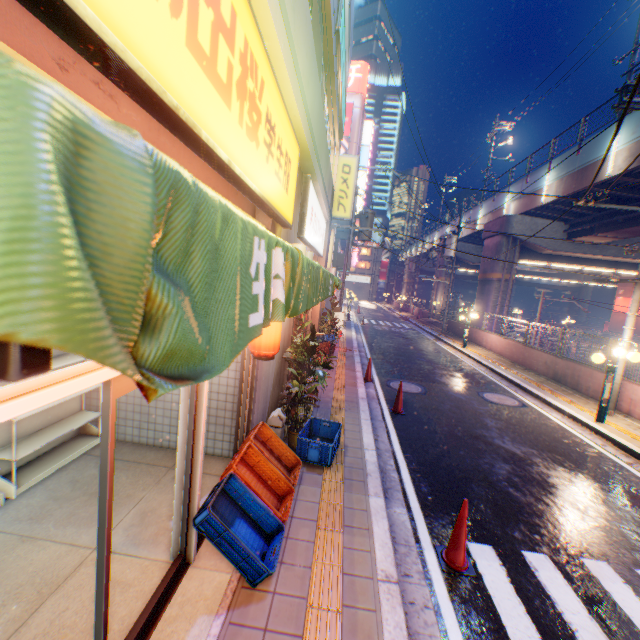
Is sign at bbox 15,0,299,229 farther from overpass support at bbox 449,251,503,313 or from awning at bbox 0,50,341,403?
overpass support at bbox 449,251,503,313

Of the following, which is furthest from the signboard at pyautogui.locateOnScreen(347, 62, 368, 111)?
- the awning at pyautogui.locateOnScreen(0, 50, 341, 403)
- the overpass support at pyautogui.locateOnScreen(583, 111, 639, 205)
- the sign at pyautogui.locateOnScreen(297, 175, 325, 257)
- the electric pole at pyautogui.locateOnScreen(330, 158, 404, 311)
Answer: the awning at pyautogui.locateOnScreen(0, 50, 341, 403)

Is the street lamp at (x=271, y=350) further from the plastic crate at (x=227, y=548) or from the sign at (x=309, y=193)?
the sign at (x=309, y=193)

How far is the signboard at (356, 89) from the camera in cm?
4328

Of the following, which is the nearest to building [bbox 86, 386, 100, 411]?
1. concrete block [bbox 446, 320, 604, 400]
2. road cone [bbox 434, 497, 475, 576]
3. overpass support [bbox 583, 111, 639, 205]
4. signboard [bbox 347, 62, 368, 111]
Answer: road cone [bbox 434, 497, 475, 576]

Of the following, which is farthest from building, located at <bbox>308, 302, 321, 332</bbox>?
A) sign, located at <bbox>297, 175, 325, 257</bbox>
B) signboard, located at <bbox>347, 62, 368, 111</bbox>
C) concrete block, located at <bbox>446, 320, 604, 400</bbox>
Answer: signboard, located at <bbox>347, 62, 368, 111</bbox>

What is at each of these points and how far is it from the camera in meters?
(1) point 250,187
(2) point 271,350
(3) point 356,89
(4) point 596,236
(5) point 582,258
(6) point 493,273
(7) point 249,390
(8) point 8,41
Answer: (1) sign, 3.2
(2) street lamp, 4.4
(3) signboard, 43.6
(4) overpass support, 20.3
(5) overpass support, 24.0
(6) overpass support, 23.9
(7) door, 5.0
(8) building, 1.3

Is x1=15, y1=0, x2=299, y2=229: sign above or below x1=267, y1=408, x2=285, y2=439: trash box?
above
